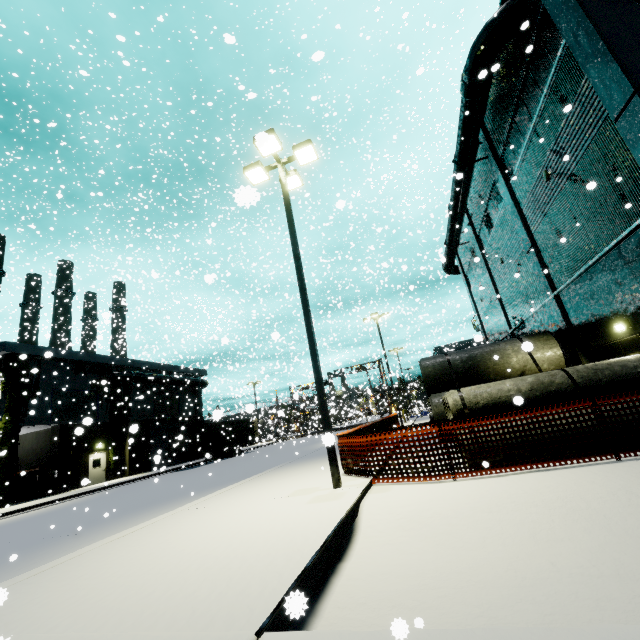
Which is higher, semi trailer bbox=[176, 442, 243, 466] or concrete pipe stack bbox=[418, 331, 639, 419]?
concrete pipe stack bbox=[418, 331, 639, 419]

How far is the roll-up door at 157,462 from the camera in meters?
27.6

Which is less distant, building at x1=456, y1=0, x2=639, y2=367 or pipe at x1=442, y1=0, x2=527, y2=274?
building at x1=456, y1=0, x2=639, y2=367

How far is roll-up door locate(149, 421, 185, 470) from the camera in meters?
27.6 m

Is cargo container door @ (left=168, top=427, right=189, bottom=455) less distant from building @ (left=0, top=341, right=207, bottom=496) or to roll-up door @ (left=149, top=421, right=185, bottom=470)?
building @ (left=0, top=341, right=207, bottom=496)

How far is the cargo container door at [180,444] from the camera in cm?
2303

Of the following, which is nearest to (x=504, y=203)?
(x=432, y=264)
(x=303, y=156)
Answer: (x=303, y=156)

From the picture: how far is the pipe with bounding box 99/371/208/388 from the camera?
29.1 meters
